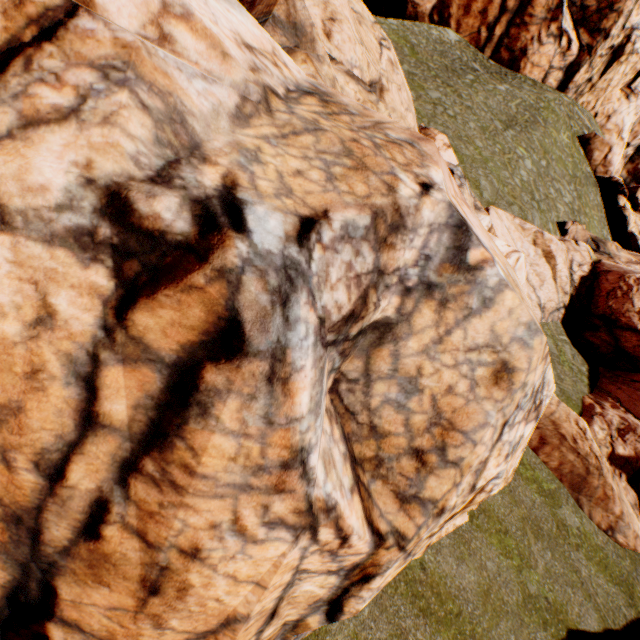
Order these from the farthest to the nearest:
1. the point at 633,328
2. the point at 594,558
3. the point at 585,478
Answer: the point at 633,328 → the point at 585,478 → the point at 594,558
